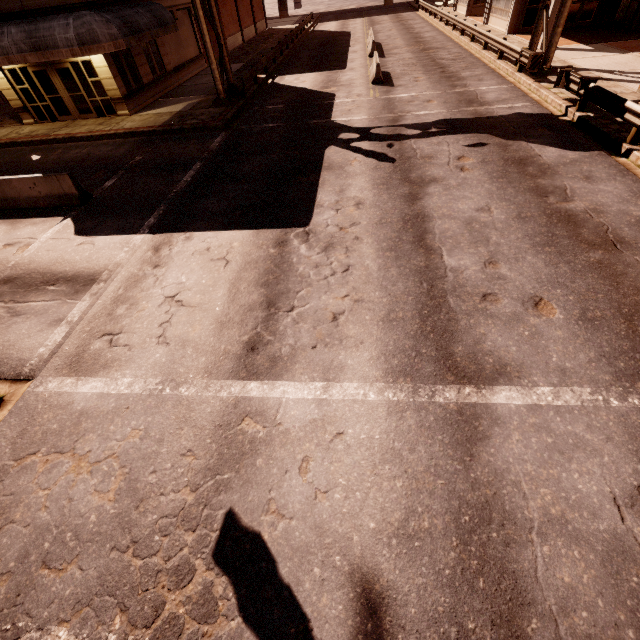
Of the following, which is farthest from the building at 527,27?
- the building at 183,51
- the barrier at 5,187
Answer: the barrier at 5,187

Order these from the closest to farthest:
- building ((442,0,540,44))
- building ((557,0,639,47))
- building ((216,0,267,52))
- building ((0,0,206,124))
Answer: building ((0,0,206,124)) < building ((557,0,639,47)) < building ((442,0,540,44)) < building ((216,0,267,52))

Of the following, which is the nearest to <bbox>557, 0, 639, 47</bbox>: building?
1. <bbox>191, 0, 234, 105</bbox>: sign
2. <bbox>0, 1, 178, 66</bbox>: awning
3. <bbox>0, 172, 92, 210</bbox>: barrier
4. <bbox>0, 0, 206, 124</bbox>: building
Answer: <bbox>191, 0, 234, 105</bbox>: sign

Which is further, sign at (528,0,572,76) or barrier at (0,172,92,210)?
sign at (528,0,572,76)

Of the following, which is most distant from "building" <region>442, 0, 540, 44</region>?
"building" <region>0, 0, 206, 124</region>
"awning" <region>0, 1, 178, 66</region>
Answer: "building" <region>0, 0, 206, 124</region>

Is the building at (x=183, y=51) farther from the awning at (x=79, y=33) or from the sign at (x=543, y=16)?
the sign at (x=543, y=16)

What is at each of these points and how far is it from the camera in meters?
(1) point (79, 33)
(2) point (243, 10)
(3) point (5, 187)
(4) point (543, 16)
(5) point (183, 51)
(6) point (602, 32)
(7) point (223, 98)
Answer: (1) awning, 15.0 m
(2) building, 37.6 m
(3) barrier, 11.0 m
(4) sign, 16.1 m
(5) building, 24.6 m
(6) building, 22.0 m
(7) sign, 18.0 m

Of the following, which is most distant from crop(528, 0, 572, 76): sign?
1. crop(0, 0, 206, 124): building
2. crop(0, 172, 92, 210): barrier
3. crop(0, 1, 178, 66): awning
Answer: crop(0, 172, 92, 210): barrier
